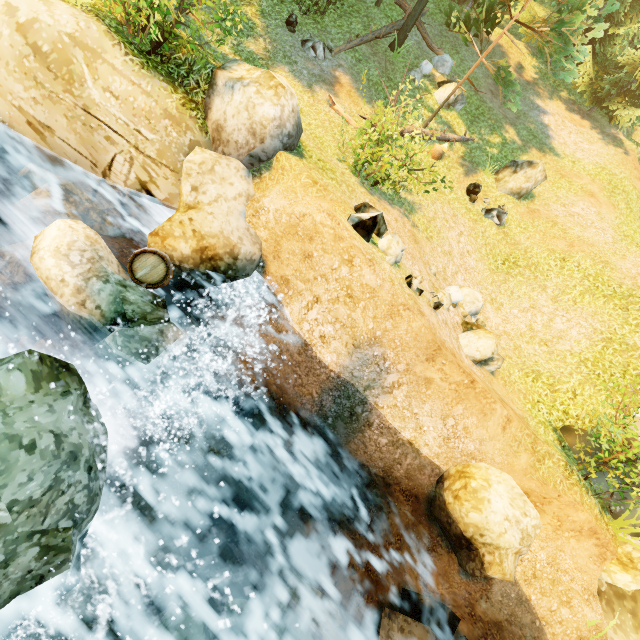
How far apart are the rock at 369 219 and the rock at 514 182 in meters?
10.1 m

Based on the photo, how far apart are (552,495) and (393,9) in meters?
20.6

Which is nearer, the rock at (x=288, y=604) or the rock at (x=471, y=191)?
the rock at (x=288, y=604)

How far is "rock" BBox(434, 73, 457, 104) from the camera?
13.95m

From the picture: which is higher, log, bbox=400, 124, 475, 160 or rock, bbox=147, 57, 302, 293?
log, bbox=400, 124, 475, 160

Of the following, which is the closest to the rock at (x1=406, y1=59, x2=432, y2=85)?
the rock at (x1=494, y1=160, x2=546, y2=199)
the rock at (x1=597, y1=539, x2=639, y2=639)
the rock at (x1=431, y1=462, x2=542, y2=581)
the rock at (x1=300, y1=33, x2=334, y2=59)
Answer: the rock at (x1=300, y1=33, x2=334, y2=59)

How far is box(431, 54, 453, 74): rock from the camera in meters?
14.9 m

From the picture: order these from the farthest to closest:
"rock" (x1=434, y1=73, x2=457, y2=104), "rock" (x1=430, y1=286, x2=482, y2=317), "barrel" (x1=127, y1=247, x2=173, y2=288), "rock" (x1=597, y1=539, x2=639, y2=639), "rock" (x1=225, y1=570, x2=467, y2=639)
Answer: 1. "rock" (x1=434, y1=73, x2=457, y2=104)
2. "rock" (x1=430, y1=286, x2=482, y2=317)
3. "rock" (x1=597, y1=539, x2=639, y2=639)
4. "barrel" (x1=127, y1=247, x2=173, y2=288)
5. "rock" (x1=225, y1=570, x2=467, y2=639)
